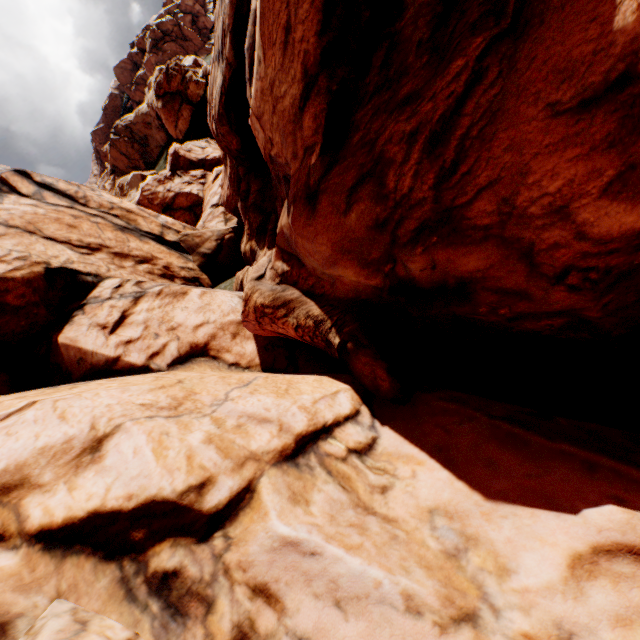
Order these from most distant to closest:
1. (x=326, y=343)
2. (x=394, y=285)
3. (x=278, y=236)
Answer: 1. (x=278, y=236)
2. (x=326, y=343)
3. (x=394, y=285)
